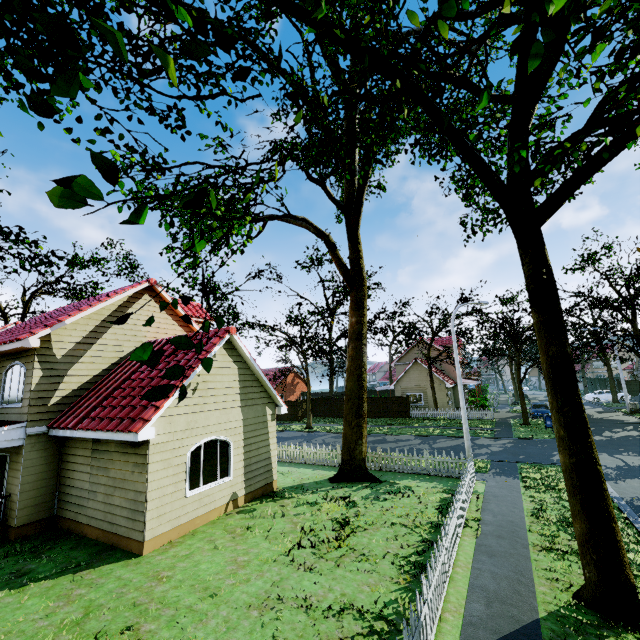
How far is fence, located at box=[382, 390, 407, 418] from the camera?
34.53m

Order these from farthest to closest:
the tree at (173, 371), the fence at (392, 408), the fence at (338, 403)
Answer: the fence at (338, 403), the fence at (392, 408), the tree at (173, 371)

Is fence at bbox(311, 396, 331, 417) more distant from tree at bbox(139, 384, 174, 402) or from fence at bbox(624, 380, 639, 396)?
tree at bbox(139, 384, 174, 402)

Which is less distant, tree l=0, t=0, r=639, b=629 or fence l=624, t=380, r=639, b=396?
tree l=0, t=0, r=639, b=629

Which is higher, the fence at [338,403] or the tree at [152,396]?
the tree at [152,396]

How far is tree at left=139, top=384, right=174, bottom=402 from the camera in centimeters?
200cm

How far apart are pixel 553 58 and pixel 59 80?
2.97m
